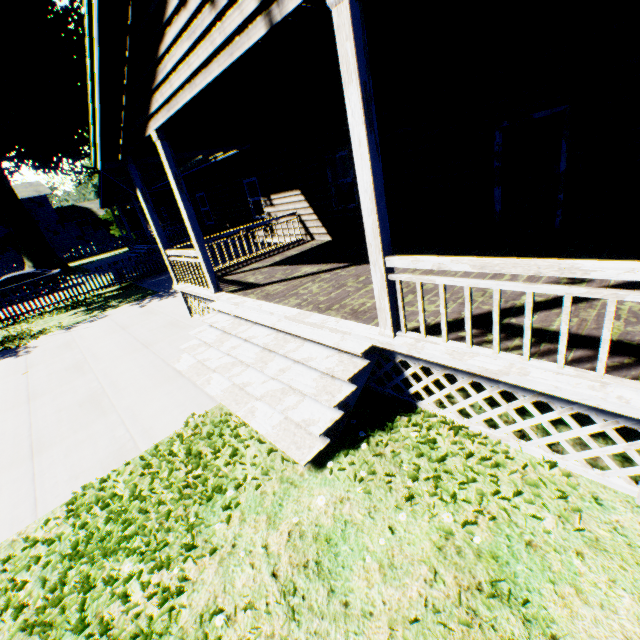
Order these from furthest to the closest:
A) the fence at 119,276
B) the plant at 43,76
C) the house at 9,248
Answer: the house at 9,248 → the plant at 43,76 → the fence at 119,276

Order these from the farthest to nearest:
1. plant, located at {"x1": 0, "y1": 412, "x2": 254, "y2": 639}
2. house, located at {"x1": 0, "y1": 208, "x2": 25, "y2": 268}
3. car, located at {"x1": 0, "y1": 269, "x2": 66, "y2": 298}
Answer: house, located at {"x1": 0, "y1": 208, "x2": 25, "y2": 268}, car, located at {"x1": 0, "y1": 269, "x2": 66, "y2": 298}, plant, located at {"x1": 0, "y1": 412, "x2": 254, "y2": 639}

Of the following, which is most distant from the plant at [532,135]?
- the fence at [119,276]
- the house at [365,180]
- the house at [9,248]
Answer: the fence at [119,276]

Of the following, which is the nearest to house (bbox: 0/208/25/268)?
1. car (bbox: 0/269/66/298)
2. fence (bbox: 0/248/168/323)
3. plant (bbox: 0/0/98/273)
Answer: plant (bbox: 0/0/98/273)

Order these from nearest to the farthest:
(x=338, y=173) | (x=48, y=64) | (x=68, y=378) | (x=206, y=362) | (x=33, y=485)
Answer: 1. (x=33, y=485)
2. (x=206, y=362)
3. (x=68, y=378)
4. (x=338, y=173)
5. (x=48, y=64)

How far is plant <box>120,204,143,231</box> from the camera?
38.87m
